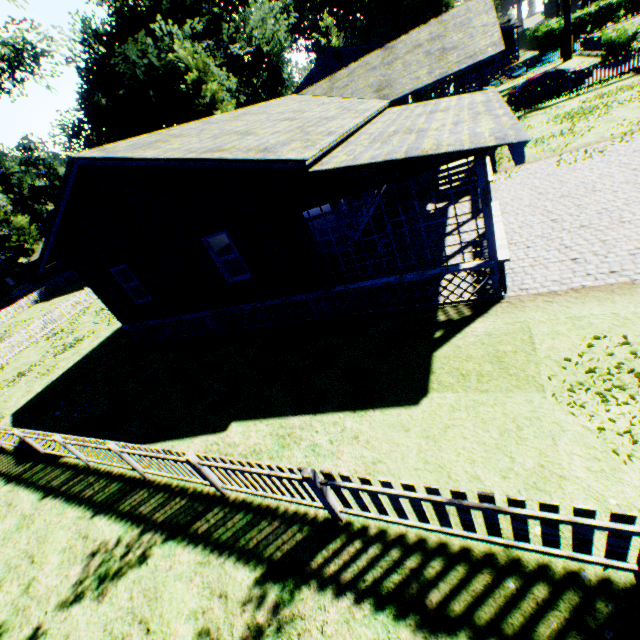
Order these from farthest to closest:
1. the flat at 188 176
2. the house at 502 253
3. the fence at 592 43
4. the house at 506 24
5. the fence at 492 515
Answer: the house at 506 24 → the fence at 592 43 → the flat at 188 176 → the house at 502 253 → the fence at 492 515

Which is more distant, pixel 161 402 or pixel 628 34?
pixel 628 34

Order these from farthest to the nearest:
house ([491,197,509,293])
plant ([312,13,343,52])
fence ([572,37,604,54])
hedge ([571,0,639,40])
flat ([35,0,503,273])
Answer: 1. plant ([312,13,343,52])
2. hedge ([571,0,639,40])
3. fence ([572,37,604,54])
4. flat ([35,0,503,273])
5. house ([491,197,509,293])

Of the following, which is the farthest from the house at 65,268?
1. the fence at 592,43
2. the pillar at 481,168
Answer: the pillar at 481,168

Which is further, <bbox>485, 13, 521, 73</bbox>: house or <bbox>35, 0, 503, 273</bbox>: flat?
<bbox>485, 13, 521, 73</bbox>: house

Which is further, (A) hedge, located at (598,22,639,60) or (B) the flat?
(A) hedge, located at (598,22,639,60)

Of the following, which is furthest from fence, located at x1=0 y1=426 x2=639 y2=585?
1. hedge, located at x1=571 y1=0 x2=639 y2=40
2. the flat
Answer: hedge, located at x1=571 y1=0 x2=639 y2=40

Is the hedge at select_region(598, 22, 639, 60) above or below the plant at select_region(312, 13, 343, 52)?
below
